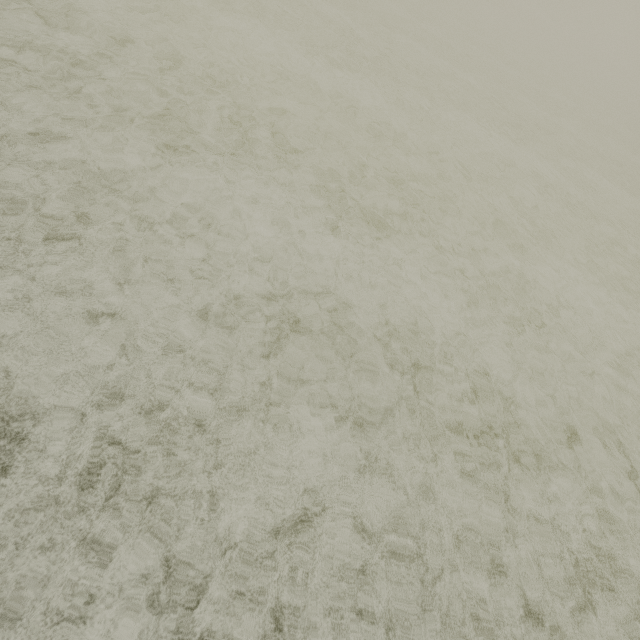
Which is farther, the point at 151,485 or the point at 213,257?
the point at 213,257
